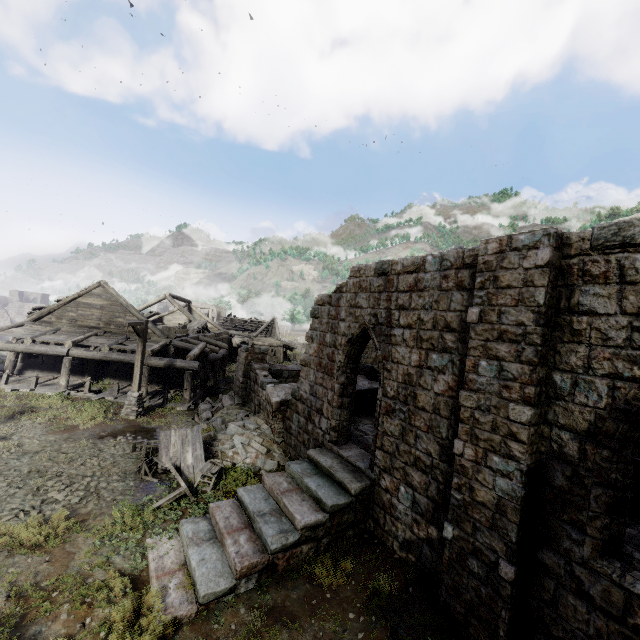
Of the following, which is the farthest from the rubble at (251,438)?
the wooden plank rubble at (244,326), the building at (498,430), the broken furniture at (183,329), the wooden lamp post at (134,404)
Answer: the wooden plank rubble at (244,326)

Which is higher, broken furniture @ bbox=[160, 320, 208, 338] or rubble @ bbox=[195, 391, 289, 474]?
broken furniture @ bbox=[160, 320, 208, 338]

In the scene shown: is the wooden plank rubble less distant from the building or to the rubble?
the building

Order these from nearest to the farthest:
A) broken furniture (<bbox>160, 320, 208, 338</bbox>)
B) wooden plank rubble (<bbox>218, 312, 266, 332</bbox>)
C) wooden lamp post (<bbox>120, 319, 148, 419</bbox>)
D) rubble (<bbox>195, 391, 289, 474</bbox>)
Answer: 1. rubble (<bbox>195, 391, 289, 474</bbox>)
2. wooden lamp post (<bbox>120, 319, 148, 419</bbox>)
3. broken furniture (<bbox>160, 320, 208, 338</bbox>)
4. wooden plank rubble (<bbox>218, 312, 266, 332</bbox>)

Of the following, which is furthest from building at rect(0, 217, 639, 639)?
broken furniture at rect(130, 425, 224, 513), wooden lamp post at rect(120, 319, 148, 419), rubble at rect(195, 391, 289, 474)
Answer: broken furniture at rect(130, 425, 224, 513)

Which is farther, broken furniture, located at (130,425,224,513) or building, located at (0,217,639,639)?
broken furniture, located at (130,425,224,513)

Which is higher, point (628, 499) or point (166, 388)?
point (628, 499)

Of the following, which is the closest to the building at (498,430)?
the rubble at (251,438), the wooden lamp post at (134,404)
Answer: the rubble at (251,438)
